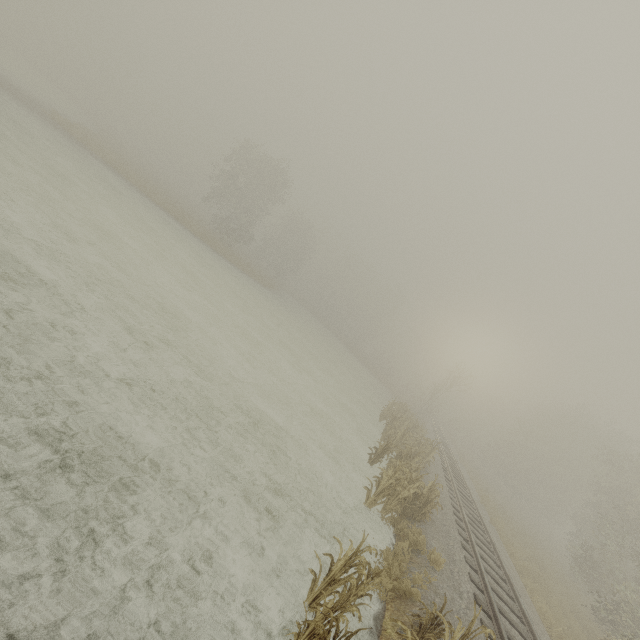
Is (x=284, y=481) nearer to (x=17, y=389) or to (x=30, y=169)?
(x=17, y=389)

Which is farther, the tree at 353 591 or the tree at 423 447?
the tree at 423 447

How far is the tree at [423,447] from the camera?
9.9m

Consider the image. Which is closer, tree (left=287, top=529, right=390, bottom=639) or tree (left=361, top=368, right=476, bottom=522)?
tree (left=287, top=529, right=390, bottom=639)

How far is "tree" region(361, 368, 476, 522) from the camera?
9.9m
